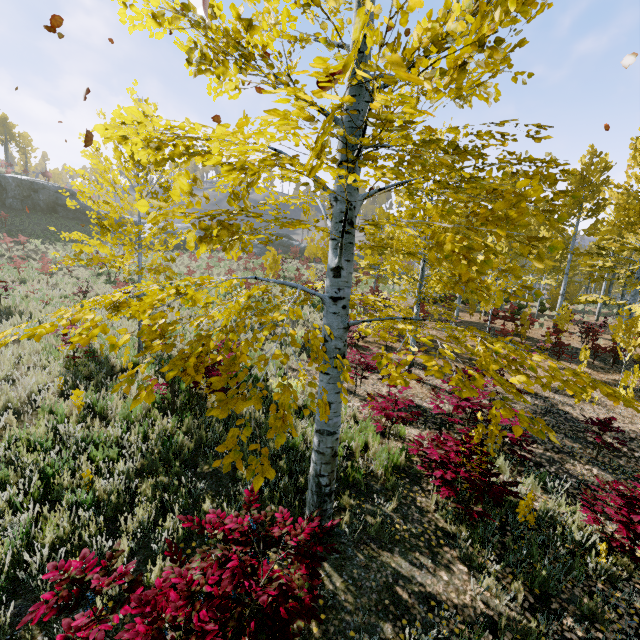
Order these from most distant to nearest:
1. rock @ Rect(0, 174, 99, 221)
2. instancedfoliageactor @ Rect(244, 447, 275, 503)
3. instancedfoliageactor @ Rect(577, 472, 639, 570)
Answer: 1. rock @ Rect(0, 174, 99, 221)
2. instancedfoliageactor @ Rect(577, 472, 639, 570)
3. instancedfoliageactor @ Rect(244, 447, 275, 503)

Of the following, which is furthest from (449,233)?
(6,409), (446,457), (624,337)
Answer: (624,337)

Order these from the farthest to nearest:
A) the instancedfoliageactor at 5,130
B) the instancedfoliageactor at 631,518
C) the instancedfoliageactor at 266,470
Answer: the instancedfoliageactor at 5,130
the instancedfoliageactor at 631,518
the instancedfoliageactor at 266,470

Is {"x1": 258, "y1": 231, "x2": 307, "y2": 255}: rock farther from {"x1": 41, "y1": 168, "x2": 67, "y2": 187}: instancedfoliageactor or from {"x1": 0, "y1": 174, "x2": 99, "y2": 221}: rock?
→ {"x1": 41, "y1": 168, "x2": 67, "y2": 187}: instancedfoliageactor

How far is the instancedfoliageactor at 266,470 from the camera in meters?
1.9 m

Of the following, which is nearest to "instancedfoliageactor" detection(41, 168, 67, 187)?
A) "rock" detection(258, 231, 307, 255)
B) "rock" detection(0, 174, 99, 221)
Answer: "rock" detection(258, 231, 307, 255)

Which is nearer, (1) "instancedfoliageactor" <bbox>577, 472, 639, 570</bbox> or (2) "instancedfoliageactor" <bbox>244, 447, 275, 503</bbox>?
(2) "instancedfoliageactor" <bbox>244, 447, 275, 503</bbox>

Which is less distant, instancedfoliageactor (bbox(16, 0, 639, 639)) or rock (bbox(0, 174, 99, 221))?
instancedfoliageactor (bbox(16, 0, 639, 639))
